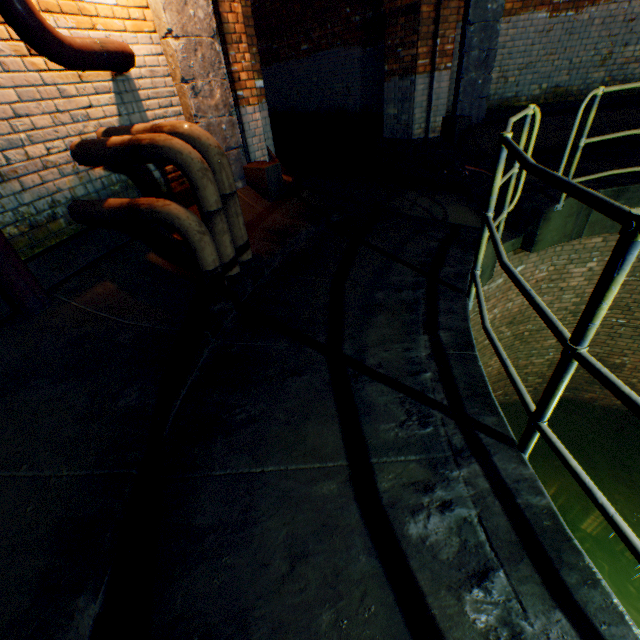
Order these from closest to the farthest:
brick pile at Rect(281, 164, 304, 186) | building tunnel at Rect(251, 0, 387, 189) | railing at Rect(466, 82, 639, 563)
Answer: railing at Rect(466, 82, 639, 563) < brick pile at Rect(281, 164, 304, 186) < building tunnel at Rect(251, 0, 387, 189)

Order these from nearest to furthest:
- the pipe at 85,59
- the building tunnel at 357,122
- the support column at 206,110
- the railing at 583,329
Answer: the railing at 583,329 < the pipe at 85,59 < the support column at 206,110 < the building tunnel at 357,122

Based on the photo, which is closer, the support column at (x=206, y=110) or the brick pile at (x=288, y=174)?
the support column at (x=206, y=110)

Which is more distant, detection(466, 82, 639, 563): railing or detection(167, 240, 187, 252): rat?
detection(167, 240, 187, 252): rat

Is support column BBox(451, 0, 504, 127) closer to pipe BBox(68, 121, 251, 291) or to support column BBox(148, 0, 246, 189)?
support column BBox(148, 0, 246, 189)

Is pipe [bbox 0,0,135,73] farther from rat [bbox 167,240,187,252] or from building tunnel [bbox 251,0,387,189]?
building tunnel [bbox 251,0,387,189]

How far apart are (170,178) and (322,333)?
2.9 meters

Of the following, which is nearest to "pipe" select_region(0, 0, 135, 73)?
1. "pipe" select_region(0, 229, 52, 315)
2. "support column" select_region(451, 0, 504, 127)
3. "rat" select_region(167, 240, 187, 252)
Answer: "pipe" select_region(0, 229, 52, 315)
